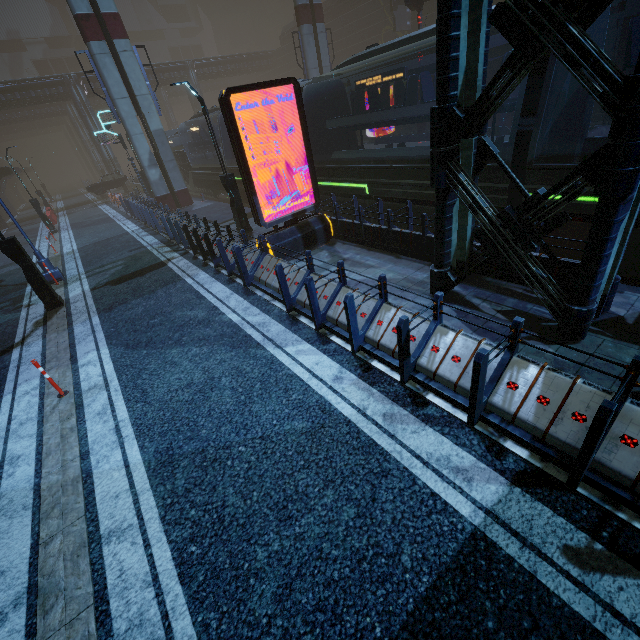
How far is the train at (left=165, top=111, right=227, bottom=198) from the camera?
20.7 meters

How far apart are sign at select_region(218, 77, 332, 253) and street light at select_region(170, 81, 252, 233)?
3.5m

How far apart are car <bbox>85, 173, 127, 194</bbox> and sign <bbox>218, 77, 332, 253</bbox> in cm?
3084

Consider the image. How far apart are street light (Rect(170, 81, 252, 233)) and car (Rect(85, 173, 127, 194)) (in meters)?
26.72

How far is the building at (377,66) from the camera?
31.8m

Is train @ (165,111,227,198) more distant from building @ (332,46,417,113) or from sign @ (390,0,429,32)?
sign @ (390,0,429,32)

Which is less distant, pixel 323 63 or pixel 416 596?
pixel 416 596

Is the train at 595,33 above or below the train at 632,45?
above
